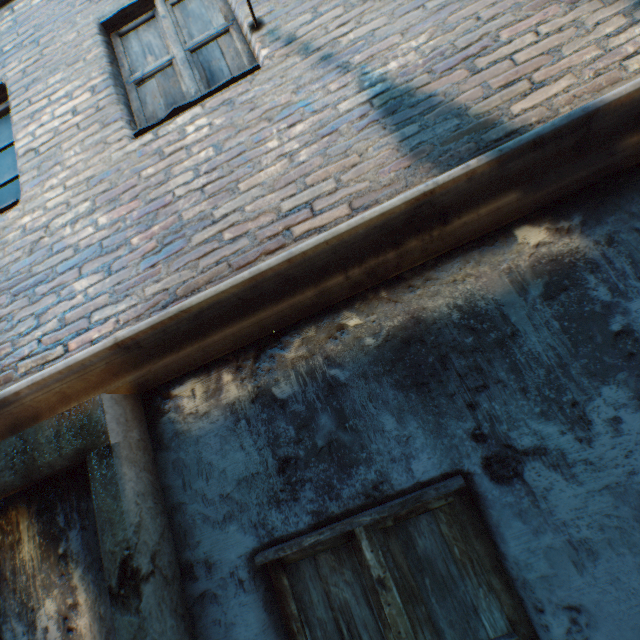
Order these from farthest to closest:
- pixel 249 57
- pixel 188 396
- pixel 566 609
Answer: pixel 249 57 → pixel 188 396 → pixel 566 609
